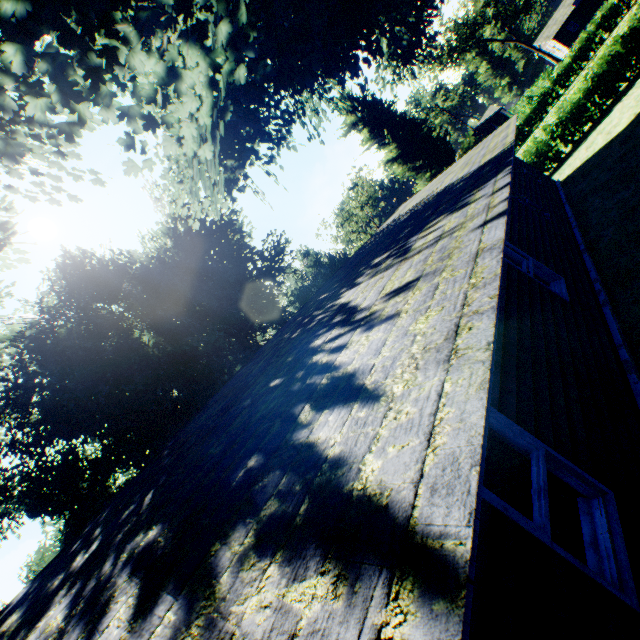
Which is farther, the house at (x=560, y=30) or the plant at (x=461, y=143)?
the house at (x=560, y=30)

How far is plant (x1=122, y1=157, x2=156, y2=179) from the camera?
5.2 meters

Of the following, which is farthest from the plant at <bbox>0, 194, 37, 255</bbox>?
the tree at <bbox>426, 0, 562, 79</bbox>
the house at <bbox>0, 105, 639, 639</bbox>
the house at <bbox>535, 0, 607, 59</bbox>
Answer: the house at <bbox>535, 0, 607, 59</bbox>

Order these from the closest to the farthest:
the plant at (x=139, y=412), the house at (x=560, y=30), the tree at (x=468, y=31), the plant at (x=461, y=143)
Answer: the plant at (x=139, y=412), the plant at (x=461, y=143), the tree at (x=468, y=31), the house at (x=560, y=30)

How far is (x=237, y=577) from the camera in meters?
1.5

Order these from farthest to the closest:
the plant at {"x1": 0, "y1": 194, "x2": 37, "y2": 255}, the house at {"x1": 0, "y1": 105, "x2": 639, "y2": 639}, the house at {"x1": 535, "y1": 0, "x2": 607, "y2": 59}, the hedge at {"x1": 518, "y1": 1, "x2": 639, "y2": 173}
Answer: the house at {"x1": 535, "y1": 0, "x2": 607, "y2": 59} < the hedge at {"x1": 518, "y1": 1, "x2": 639, "y2": 173} < the plant at {"x1": 0, "y1": 194, "x2": 37, "y2": 255} < the house at {"x1": 0, "y1": 105, "x2": 639, "y2": 639}

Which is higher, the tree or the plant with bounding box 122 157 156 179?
the tree
